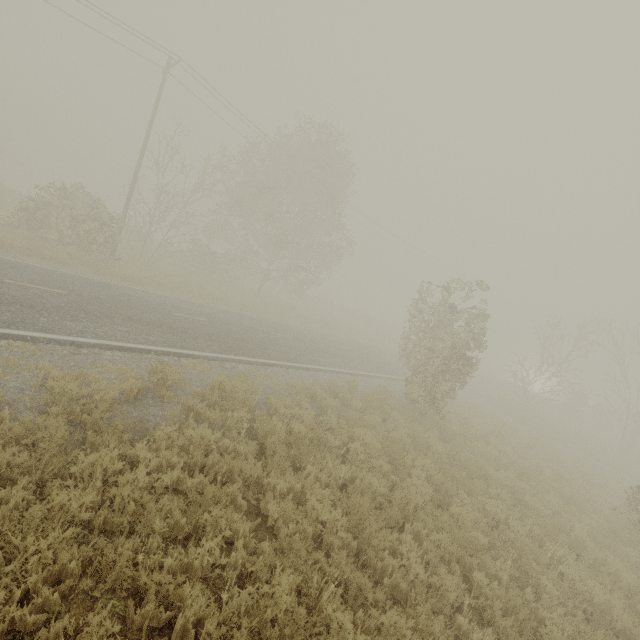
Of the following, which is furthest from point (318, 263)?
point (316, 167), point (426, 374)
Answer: point (426, 374)
